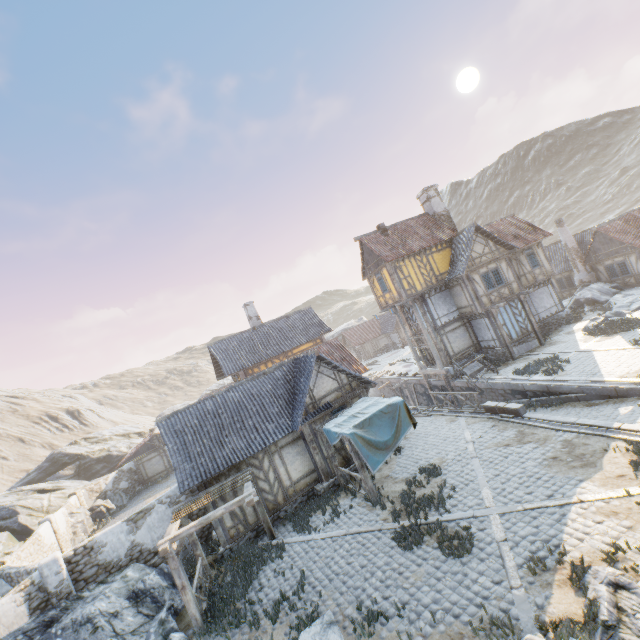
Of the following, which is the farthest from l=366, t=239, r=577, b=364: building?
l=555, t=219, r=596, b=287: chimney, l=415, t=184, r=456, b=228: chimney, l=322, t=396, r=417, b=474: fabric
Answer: l=322, t=396, r=417, b=474: fabric

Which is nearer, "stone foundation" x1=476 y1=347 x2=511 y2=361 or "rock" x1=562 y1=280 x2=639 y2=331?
"rock" x1=562 y1=280 x2=639 y2=331

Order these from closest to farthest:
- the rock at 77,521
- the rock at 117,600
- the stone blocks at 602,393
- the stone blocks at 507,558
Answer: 1. the stone blocks at 507,558
2. the rock at 117,600
3. the stone blocks at 602,393
4. the rock at 77,521

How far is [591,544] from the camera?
7.54m

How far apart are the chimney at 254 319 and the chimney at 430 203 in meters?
16.9 m

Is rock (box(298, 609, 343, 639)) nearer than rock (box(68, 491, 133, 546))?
Yes

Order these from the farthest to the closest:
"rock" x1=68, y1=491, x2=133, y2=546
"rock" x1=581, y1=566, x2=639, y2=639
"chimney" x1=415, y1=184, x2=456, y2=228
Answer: "chimney" x1=415, y1=184, x2=456, y2=228
"rock" x1=68, y1=491, x2=133, y2=546
"rock" x1=581, y1=566, x2=639, y2=639

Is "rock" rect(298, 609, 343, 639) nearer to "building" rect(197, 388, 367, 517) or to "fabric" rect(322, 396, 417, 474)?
"building" rect(197, 388, 367, 517)
